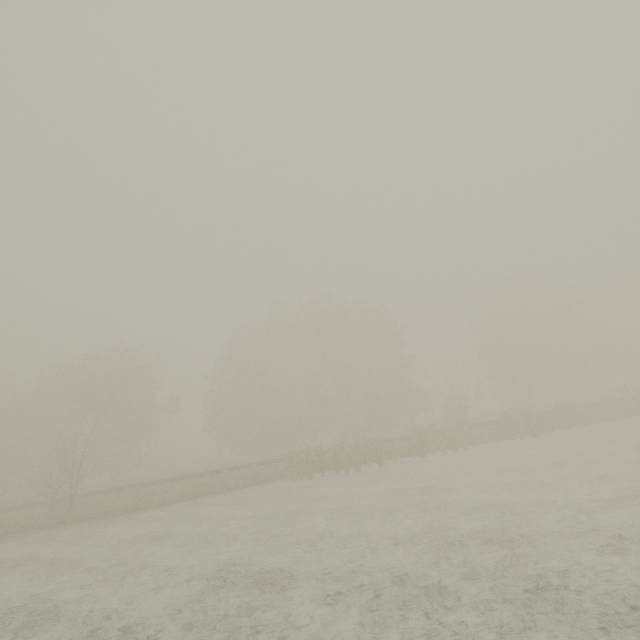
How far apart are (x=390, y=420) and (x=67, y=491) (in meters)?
25.36
